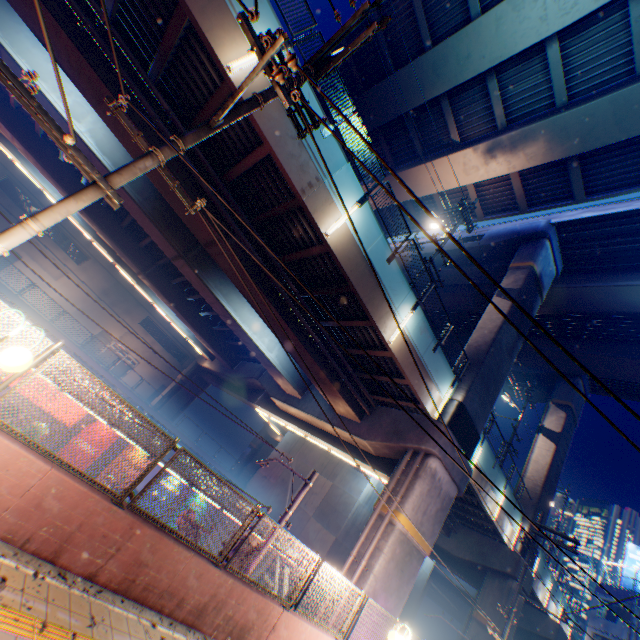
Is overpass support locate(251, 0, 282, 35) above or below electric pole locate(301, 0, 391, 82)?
above

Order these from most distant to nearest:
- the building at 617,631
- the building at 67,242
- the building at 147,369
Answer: the building at 147,369 < the building at 67,242 < the building at 617,631

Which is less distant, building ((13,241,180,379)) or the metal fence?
the metal fence

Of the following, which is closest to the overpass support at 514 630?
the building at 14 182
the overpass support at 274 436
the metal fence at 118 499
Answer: the metal fence at 118 499

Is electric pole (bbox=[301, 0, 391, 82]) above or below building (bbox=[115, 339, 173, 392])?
above

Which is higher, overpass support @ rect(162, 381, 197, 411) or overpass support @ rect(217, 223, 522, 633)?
overpass support @ rect(217, 223, 522, 633)

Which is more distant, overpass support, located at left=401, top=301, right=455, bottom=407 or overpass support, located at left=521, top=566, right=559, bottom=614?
overpass support, located at left=521, top=566, right=559, bottom=614

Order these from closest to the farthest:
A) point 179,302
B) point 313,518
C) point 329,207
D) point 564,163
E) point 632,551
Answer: point 329,207, point 564,163, point 313,518, point 179,302, point 632,551
